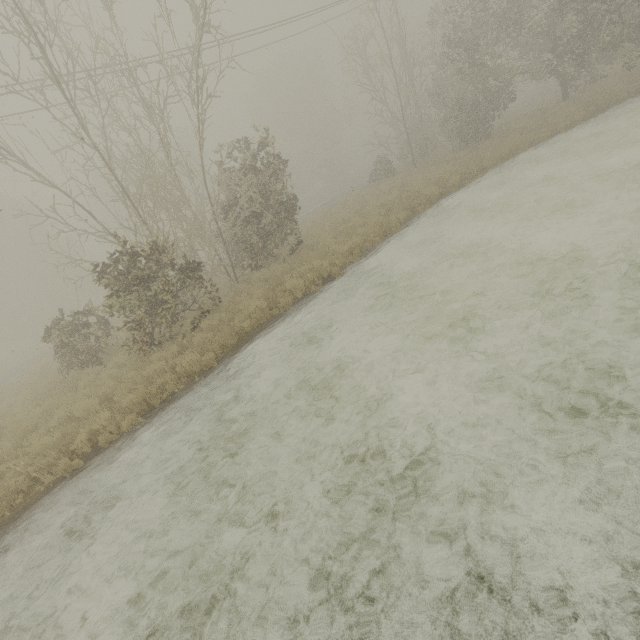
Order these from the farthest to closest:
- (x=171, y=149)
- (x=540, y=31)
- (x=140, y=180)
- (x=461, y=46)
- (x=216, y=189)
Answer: (x=216, y=189)
(x=171, y=149)
(x=461, y=46)
(x=540, y=31)
(x=140, y=180)
